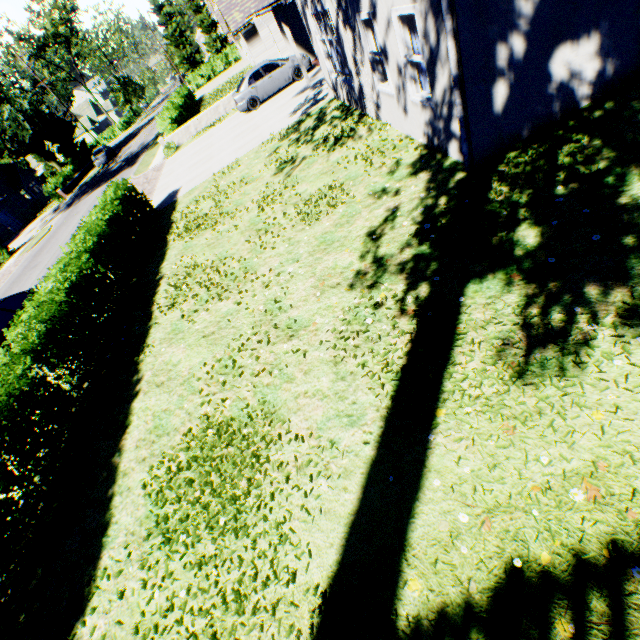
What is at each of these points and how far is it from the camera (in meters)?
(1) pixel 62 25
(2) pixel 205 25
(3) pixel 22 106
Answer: (1) tree, 52.81
(2) tree, 54.59
(3) tree, 34.06

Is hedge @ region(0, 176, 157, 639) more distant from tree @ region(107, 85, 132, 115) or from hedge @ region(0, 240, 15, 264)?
hedge @ region(0, 240, 15, 264)

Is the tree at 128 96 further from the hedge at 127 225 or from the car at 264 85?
the car at 264 85

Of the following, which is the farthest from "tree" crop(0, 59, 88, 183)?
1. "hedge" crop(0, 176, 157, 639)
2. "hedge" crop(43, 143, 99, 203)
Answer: "hedge" crop(0, 176, 157, 639)

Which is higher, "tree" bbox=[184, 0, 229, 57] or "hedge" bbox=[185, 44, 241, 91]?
"tree" bbox=[184, 0, 229, 57]

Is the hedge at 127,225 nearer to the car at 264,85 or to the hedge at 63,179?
the car at 264,85

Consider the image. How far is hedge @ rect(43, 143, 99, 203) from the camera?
35.0 meters

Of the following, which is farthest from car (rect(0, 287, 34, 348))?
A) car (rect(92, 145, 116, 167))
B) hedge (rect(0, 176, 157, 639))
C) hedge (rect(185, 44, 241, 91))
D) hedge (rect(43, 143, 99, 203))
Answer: hedge (rect(185, 44, 241, 91))
